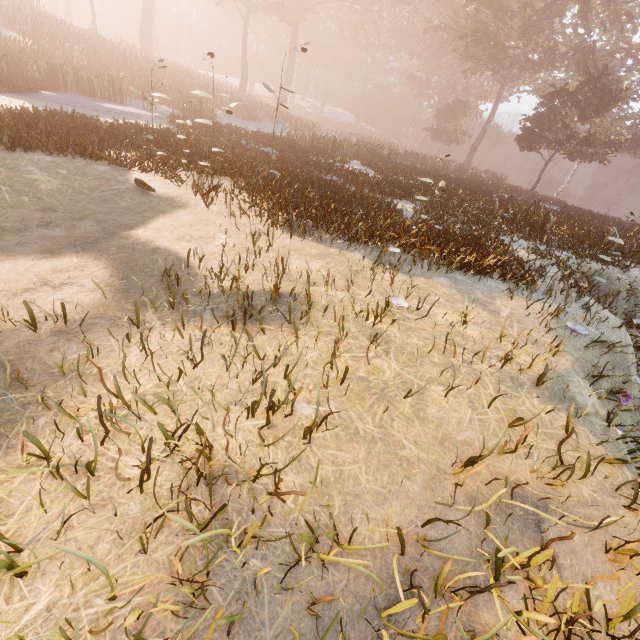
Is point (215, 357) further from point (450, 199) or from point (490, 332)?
point (450, 199)
